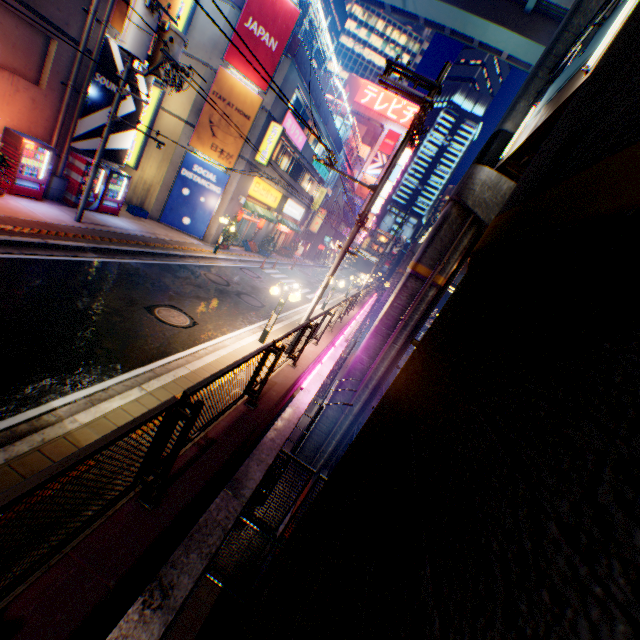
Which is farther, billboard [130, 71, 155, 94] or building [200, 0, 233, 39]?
building [200, 0, 233, 39]

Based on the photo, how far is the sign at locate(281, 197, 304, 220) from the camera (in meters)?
28.88

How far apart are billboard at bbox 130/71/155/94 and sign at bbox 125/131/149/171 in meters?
3.2 m

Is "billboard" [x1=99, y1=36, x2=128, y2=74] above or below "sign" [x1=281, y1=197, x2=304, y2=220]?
above

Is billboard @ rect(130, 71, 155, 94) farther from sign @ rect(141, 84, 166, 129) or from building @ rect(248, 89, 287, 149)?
building @ rect(248, 89, 287, 149)

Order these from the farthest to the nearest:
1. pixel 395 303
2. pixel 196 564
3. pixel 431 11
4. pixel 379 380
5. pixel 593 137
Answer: pixel 431 11 < pixel 379 380 < pixel 395 303 < pixel 196 564 < pixel 593 137

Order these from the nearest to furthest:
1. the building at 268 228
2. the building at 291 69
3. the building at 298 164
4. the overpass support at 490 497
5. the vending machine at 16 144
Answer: the overpass support at 490 497 → the vending machine at 16 144 → the building at 291 69 → the building at 298 164 → the building at 268 228

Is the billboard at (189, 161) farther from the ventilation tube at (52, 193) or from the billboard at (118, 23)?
the ventilation tube at (52, 193)
